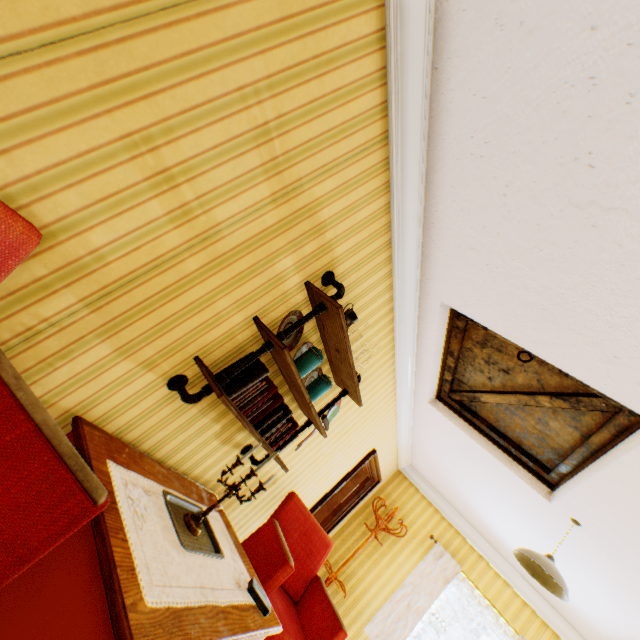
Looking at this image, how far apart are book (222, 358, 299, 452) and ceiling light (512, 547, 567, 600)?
2.5 meters

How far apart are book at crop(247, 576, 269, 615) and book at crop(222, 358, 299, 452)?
0.82m

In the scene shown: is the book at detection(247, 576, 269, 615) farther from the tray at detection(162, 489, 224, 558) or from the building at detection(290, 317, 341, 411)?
the building at detection(290, 317, 341, 411)

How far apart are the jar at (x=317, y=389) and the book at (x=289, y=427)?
0.2 meters

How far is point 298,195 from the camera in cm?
181

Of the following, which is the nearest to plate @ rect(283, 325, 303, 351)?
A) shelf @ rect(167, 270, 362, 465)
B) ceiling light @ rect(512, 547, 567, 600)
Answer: shelf @ rect(167, 270, 362, 465)

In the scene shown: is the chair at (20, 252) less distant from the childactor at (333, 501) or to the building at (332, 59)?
the building at (332, 59)

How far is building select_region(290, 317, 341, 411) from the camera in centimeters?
250cm
